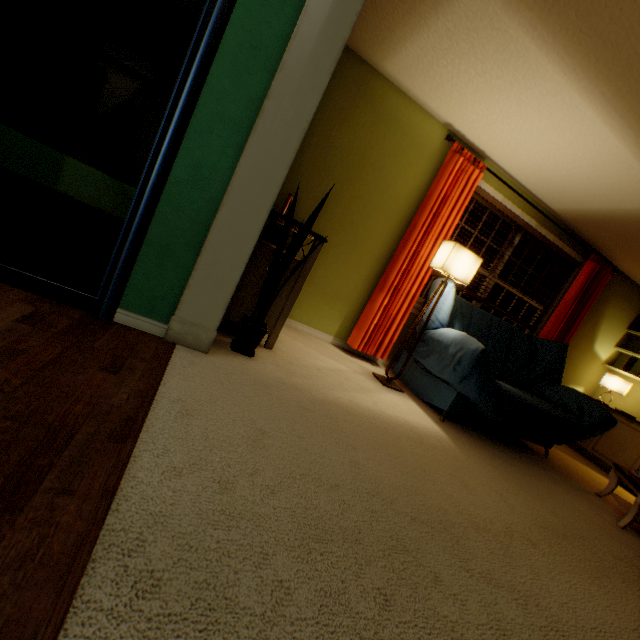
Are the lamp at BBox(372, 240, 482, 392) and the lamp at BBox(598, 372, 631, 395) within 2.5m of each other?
no

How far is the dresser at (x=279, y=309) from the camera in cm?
232

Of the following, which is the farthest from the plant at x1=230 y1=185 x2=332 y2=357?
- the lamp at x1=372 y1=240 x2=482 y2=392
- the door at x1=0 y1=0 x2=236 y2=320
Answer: the lamp at x1=372 y1=240 x2=482 y2=392

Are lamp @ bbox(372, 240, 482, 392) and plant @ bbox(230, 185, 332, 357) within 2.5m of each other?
yes

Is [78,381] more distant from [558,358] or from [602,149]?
[558,358]

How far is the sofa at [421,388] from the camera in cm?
265

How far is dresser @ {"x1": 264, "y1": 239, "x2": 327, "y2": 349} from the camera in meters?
2.3 m

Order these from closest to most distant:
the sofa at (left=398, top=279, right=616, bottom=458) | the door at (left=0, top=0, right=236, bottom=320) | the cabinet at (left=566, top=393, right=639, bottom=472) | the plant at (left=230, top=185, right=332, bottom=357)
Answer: the door at (left=0, top=0, right=236, bottom=320)
the plant at (left=230, top=185, right=332, bottom=357)
the sofa at (left=398, top=279, right=616, bottom=458)
the cabinet at (left=566, top=393, right=639, bottom=472)
